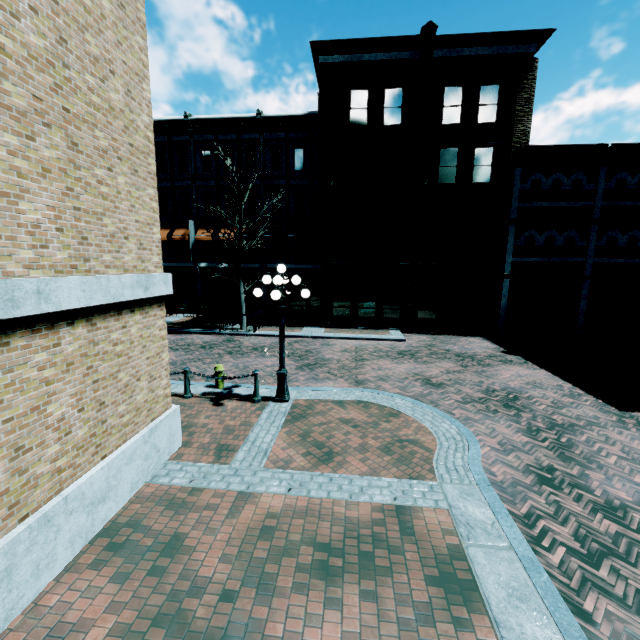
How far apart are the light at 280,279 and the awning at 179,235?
16.60m

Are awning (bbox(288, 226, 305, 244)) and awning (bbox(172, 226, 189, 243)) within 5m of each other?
no

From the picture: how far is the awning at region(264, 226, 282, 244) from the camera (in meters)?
21.97

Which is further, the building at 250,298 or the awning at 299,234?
the building at 250,298

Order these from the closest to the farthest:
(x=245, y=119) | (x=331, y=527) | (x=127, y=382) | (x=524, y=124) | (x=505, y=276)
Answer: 1. (x=331, y=527)
2. (x=127, y=382)
3. (x=524, y=124)
4. (x=505, y=276)
5. (x=245, y=119)

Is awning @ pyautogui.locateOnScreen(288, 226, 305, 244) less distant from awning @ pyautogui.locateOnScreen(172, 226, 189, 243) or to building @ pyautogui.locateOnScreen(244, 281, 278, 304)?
building @ pyautogui.locateOnScreen(244, 281, 278, 304)

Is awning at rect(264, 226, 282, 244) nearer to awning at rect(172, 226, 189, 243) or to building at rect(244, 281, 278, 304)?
building at rect(244, 281, 278, 304)

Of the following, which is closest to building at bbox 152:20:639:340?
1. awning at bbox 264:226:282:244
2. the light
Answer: awning at bbox 264:226:282:244
